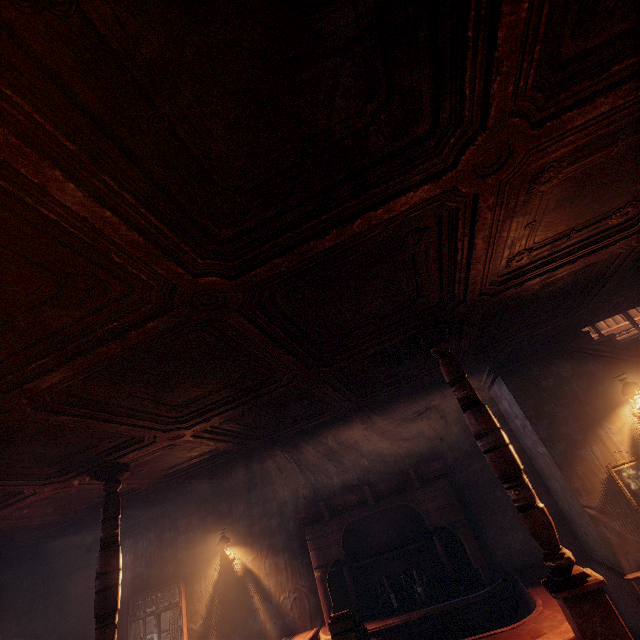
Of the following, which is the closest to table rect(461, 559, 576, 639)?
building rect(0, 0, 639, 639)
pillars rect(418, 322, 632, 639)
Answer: building rect(0, 0, 639, 639)

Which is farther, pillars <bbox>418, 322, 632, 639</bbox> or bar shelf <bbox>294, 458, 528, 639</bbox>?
bar shelf <bbox>294, 458, 528, 639</bbox>

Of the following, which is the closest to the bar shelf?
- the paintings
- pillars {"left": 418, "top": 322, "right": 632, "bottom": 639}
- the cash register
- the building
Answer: the building

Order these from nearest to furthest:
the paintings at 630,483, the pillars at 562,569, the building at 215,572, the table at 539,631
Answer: the building at 215,572 → the pillars at 562,569 → the table at 539,631 → the paintings at 630,483

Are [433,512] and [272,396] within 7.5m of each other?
yes

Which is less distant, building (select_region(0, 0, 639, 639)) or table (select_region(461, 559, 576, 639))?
building (select_region(0, 0, 639, 639))

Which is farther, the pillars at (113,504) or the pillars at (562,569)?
the pillars at (113,504)

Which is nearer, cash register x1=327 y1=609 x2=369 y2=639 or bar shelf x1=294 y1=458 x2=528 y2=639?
cash register x1=327 y1=609 x2=369 y2=639
